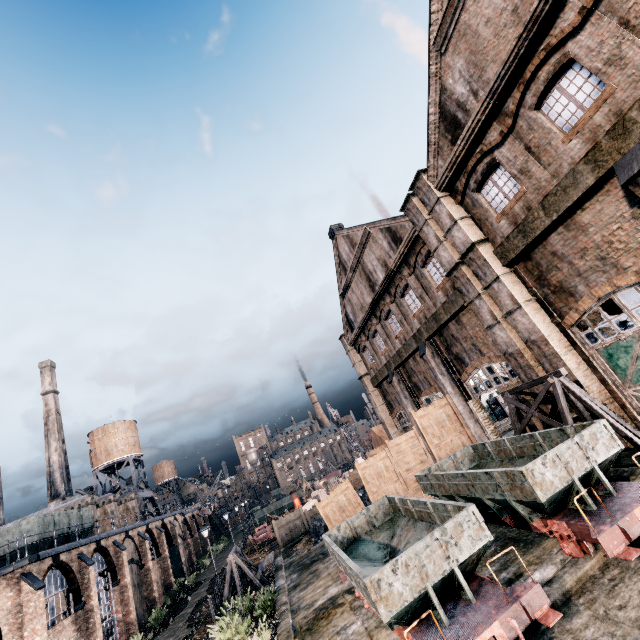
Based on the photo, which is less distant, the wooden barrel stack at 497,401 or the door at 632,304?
the door at 632,304

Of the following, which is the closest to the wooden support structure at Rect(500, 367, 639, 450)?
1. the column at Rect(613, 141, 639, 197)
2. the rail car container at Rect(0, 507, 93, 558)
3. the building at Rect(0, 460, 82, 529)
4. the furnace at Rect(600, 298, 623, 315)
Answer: the furnace at Rect(600, 298, 623, 315)

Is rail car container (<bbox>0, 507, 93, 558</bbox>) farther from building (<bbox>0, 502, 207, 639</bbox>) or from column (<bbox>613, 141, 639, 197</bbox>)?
column (<bbox>613, 141, 639, 197</bbox>)

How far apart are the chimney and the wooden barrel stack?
44.26m

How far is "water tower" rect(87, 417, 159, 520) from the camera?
49.3m

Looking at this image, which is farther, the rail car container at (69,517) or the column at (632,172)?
the rail car container at (69,517)

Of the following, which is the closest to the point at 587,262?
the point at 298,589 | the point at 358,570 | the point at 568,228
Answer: the point at 568,228

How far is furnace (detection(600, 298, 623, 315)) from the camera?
12.8 meters
